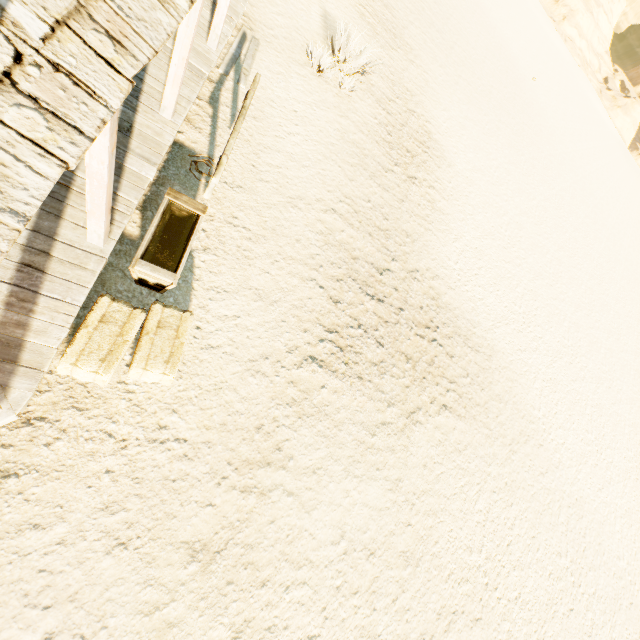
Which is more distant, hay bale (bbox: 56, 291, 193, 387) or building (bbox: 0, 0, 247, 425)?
hay bale (bbox: 56, 291, 193, 387)

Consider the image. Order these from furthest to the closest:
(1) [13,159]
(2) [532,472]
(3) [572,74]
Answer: (3) [572,74] → (2) [532,472] → (1) [13,159]

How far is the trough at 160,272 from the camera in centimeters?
424cm

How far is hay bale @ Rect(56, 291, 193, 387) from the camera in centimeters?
356cm

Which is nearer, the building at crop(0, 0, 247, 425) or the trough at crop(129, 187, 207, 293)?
the building at crop(0, 0, 247, 425)

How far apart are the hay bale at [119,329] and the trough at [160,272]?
0.2 meters

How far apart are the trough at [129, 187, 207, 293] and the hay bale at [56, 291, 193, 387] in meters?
0.2 m

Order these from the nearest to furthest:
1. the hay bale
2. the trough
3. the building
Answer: the building < the hay bale < the trough
